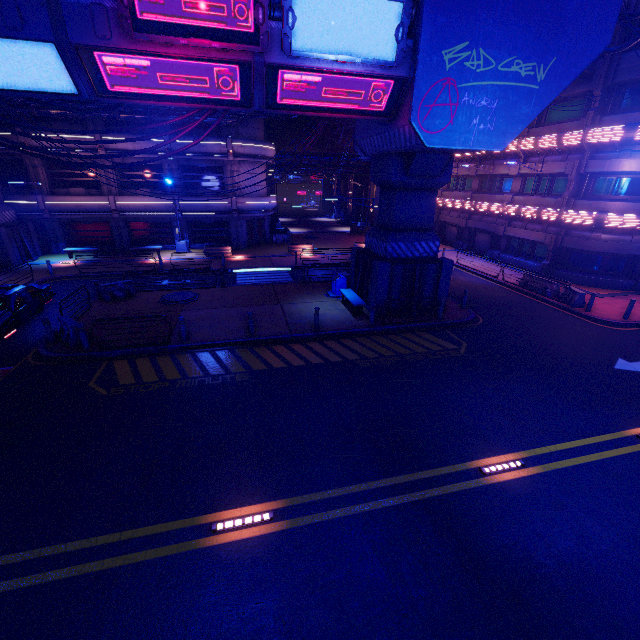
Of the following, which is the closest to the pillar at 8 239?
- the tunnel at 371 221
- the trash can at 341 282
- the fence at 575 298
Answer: the tunnel at 371 221

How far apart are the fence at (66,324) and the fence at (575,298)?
23.83m

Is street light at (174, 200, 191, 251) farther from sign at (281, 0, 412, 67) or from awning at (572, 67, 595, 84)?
awning at (572, 67, 595, 84)

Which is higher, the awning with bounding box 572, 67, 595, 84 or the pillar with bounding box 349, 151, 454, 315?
the awning with bounding box 572, 67, 595, 84

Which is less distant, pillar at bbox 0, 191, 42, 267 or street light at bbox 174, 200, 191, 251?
pillar at bbox 0, 191, 42, 267

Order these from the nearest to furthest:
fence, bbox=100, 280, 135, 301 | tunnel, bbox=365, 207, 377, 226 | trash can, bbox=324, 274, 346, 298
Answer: fence, bbox=100, 280, 135, 301 < trash can, bbox=324, 274, 346, 298 < tunnel, bbox=365, 207, 377, 226

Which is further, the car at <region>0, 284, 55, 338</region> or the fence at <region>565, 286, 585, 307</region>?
the fence at <region>565, 286, 585, 307</region>

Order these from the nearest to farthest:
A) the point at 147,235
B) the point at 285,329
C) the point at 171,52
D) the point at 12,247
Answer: the point at 171,52, the point at 285,329, the point at 12,247, the point at 147,235
